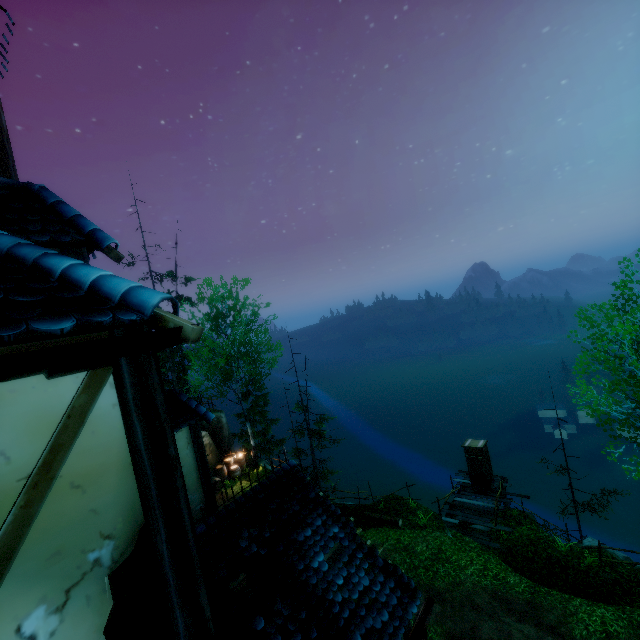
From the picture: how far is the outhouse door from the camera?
18.55m

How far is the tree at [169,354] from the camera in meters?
19.8

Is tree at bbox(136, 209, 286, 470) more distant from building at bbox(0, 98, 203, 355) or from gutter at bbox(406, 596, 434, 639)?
gutter at bbox(406, 596, 434, 639)

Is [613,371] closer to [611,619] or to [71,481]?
[611,619]

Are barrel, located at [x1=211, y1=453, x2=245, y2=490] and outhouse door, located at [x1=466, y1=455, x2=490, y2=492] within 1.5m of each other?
no

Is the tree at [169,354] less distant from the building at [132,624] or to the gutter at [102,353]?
the building at [132,624]

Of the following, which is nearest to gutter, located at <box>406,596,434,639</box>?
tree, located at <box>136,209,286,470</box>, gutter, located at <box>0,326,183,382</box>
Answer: gutter, located at <box>0,326,183,382</box>

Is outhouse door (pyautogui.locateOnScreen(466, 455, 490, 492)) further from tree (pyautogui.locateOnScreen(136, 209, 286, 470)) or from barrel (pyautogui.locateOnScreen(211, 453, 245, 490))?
barrel (pyautogui.locateOnScreen(211, 453, 245, 490))
